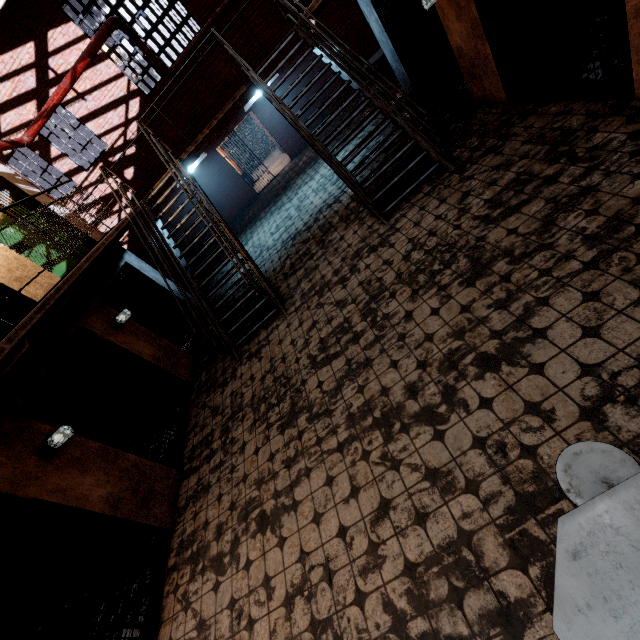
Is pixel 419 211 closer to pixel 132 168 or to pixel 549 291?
pixel 549 291

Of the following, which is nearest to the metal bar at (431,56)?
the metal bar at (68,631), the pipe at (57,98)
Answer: the pipe at (57,98)

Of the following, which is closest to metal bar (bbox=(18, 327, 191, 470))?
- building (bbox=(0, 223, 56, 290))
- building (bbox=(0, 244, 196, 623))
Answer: building (bbox=(0, 244, 196, 623))

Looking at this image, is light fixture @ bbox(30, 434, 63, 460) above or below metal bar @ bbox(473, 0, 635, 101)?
above

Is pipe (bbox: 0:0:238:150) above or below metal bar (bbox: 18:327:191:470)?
above

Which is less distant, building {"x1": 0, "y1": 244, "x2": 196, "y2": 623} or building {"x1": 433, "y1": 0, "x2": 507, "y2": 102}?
building {"x1": 0, "y1": 244, "x2": 196, "y2": 623}

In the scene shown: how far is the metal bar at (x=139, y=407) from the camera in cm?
452

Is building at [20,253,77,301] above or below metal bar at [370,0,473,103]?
above
